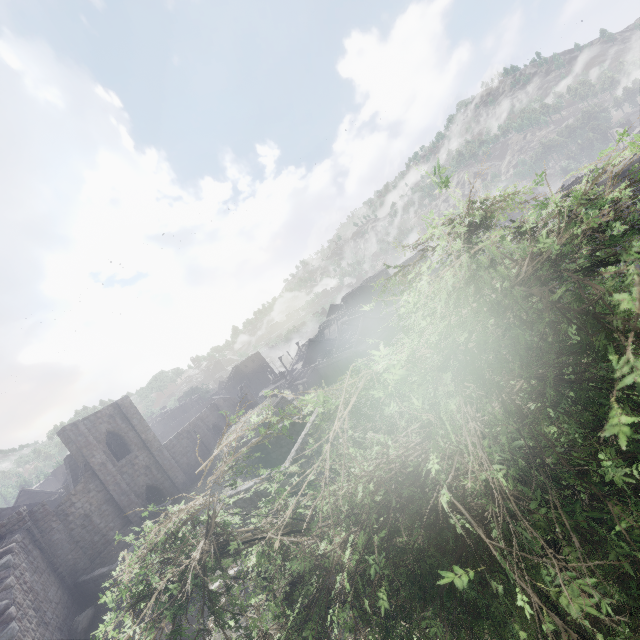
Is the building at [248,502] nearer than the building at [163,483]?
Yes

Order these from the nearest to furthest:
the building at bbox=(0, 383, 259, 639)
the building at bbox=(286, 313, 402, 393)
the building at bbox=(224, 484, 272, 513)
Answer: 1. the building at bbox=(224, 484, 272, 513)
2. the building at bbox=(0, 383, 259, 639)
3. the building at bbox=(286, 313, 402, 393)

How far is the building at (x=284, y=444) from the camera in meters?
14.1 m

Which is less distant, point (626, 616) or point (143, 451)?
point (626, 616)

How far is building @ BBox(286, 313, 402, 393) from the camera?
40.6 meters

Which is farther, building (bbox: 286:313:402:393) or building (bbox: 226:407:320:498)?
building (bbox: 286:313:402:393)
